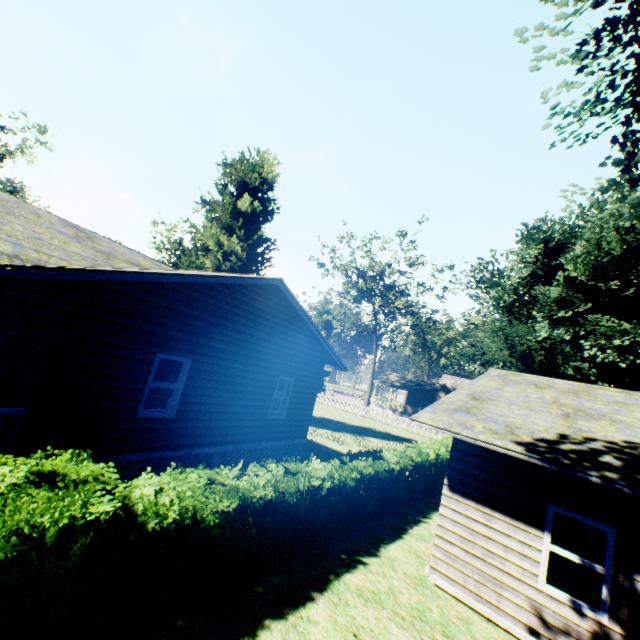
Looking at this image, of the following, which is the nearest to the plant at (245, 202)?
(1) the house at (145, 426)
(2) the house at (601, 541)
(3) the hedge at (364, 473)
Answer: (1) the house at (145, 426)

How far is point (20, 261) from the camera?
5.5 meters

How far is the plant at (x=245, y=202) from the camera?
23.05m

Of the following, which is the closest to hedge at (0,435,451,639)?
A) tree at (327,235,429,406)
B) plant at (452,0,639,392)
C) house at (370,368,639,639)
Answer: tree at (327,235,429,406)

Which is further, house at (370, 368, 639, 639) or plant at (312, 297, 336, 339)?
plant at (312, 297, 336, 339)

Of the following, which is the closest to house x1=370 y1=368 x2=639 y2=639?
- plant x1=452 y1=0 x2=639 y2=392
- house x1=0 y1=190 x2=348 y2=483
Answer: plant x1=452 y1=0 x2=639 y2=392
